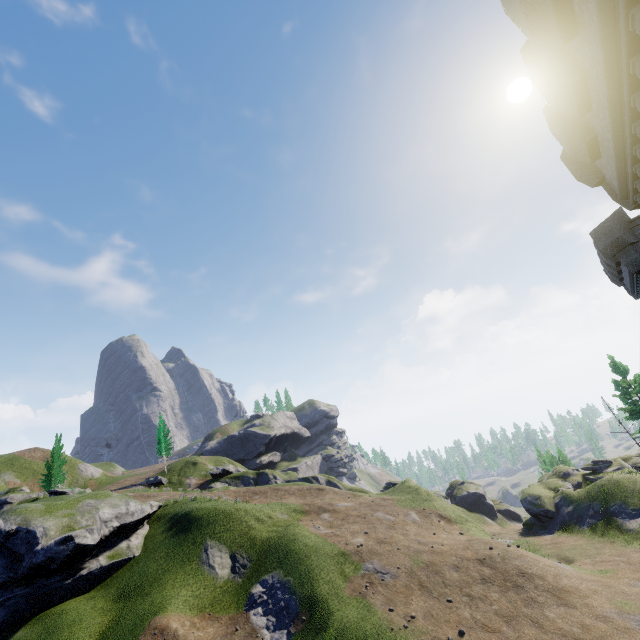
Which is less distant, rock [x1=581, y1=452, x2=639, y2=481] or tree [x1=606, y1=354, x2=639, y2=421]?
rock [x1=581, y1=452, x2=639, y2=481]

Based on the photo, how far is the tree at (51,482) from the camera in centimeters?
4692cm

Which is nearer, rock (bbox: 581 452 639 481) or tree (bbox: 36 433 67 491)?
rock (bbox: 581 452 639 481)

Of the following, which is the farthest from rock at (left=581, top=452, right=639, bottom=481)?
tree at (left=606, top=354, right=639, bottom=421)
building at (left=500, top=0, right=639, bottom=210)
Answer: building at (left=500, top=0, right=639, bottom=210)

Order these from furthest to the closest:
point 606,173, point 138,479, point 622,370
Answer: point 138,479, point 622,370, point 606,173

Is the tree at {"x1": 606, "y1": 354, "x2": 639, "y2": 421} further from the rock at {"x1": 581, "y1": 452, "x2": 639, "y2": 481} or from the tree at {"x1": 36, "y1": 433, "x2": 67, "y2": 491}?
the tree at {"x1": 36, "y1": 433, "x2": 67, "y2": 491}

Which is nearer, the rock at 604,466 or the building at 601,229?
the building at 601,229

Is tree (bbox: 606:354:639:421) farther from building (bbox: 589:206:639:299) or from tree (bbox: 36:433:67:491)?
tree (bbox: 36:433:67:491)
